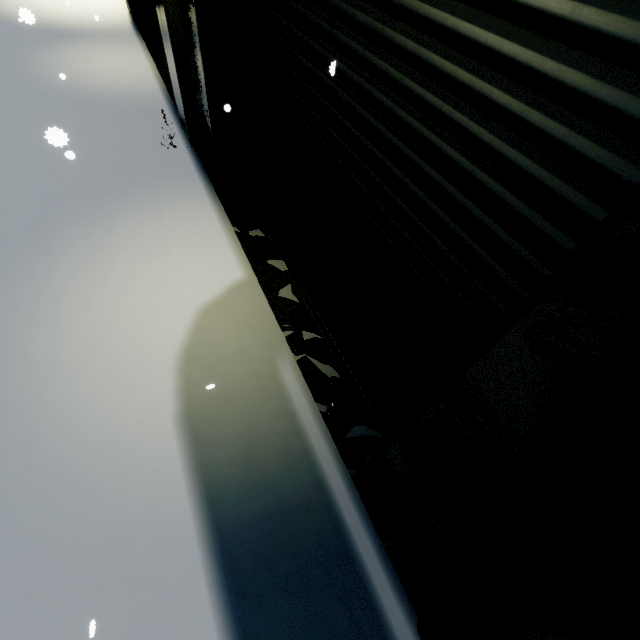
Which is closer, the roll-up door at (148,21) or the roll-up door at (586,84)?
the roll-up door at (586,84)

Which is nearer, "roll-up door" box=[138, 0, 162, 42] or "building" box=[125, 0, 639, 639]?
"building" box=[125, 0, 639, 639]

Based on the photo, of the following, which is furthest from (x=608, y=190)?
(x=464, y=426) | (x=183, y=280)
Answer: (x=183, y=280)

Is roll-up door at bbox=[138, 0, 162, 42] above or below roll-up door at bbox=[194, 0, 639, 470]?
below

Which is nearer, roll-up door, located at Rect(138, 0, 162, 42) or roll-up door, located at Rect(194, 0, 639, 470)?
roll-up door, located at Rect(194, 0, 639, 470)

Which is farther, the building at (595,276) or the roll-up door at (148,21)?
the roll-up door at (148,21)
